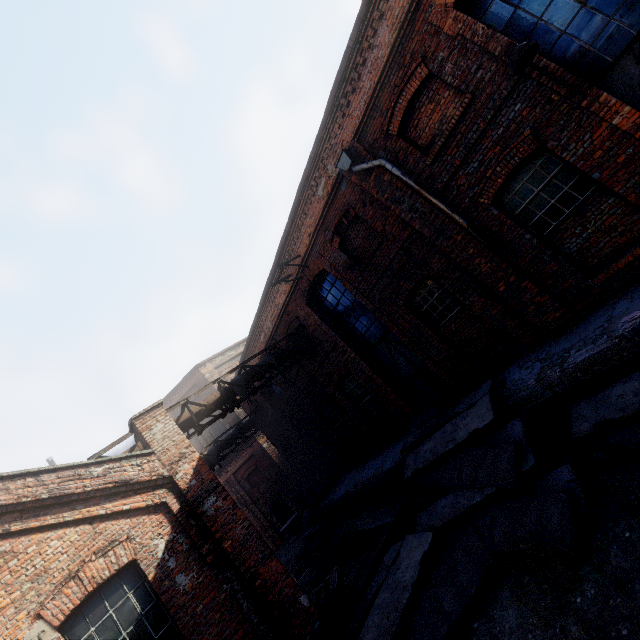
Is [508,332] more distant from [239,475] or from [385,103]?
[239,475]

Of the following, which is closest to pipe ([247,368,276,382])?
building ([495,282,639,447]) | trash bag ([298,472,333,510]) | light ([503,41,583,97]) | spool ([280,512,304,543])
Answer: building ([495,282,639,447])

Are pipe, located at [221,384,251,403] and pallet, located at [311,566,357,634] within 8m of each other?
yes

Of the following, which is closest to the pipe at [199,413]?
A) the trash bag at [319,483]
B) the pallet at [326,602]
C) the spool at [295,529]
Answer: the pallet at [326,602]

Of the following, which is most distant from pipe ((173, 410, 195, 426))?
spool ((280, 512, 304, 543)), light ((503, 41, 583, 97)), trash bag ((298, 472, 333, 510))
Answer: spool ((280, 512, 304, 543))

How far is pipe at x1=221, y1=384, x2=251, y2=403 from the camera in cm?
1020

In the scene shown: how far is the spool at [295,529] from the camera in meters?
20.4

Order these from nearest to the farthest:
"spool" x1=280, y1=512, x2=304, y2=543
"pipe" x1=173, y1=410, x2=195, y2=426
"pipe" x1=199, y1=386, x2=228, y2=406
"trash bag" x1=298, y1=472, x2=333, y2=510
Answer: "pipe" x1=173, y1=410, x2=195, y2=426, "pipe" x1=199, y1=386, x2=228, y2=406, "trash bag" x1=298, y1=472, x2=333, y2=510, "spool" x1=280, y1=512, x2=304, y2=543
